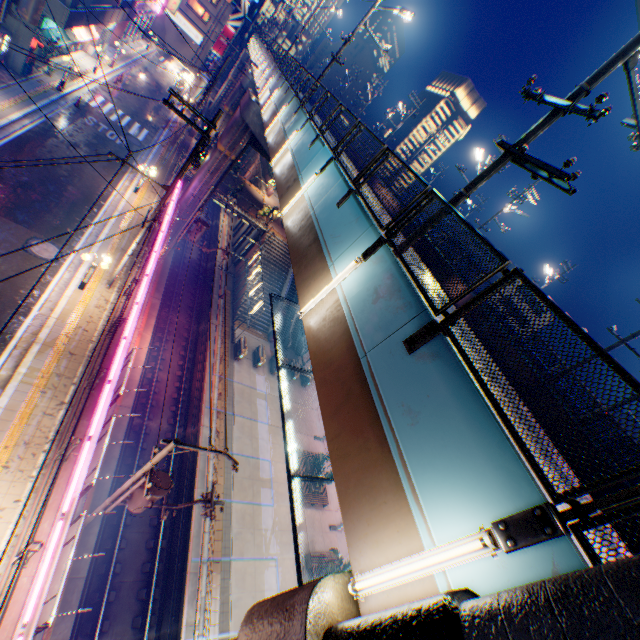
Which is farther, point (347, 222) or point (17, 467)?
point (17, 467)

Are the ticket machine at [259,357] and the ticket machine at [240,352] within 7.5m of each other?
yes

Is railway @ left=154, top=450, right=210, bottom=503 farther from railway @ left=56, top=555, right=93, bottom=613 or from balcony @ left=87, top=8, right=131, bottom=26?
balcony @ left=87, top=8, right=131, bottom=26

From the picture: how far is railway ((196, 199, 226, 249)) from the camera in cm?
3878

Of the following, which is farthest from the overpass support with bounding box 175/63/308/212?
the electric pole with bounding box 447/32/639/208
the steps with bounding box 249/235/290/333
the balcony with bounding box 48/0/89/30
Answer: the balcony with bounding box 48/0/89/30

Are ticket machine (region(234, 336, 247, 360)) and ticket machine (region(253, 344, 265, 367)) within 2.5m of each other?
yes

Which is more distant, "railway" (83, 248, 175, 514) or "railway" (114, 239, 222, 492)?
"railway" (114, 239, 222, 492)

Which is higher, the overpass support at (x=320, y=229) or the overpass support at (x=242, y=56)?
the overpass support at (x=320, y=229)
